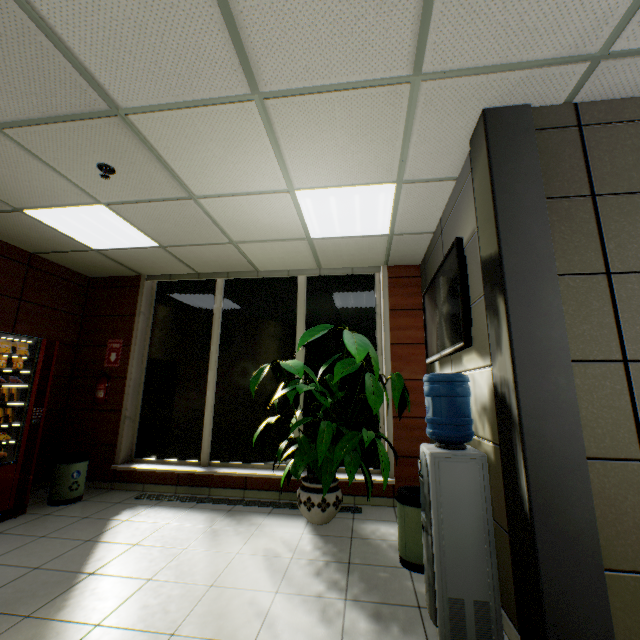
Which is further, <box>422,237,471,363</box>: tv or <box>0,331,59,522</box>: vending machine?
<box>0,331,59,522</box>: vending machine

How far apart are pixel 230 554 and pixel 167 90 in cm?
365

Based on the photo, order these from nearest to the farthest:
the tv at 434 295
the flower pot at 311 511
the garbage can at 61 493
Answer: the tv at 434 295, the flower pot at 311 511, the garbage can at 61 493

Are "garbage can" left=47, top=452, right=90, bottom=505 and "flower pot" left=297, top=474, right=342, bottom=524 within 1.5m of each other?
no

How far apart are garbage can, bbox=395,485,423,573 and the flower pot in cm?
80

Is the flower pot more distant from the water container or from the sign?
the sign

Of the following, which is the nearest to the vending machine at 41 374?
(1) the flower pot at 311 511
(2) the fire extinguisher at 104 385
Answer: (2) the fire extinguisher at 104 385

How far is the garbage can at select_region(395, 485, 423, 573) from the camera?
2.6m
